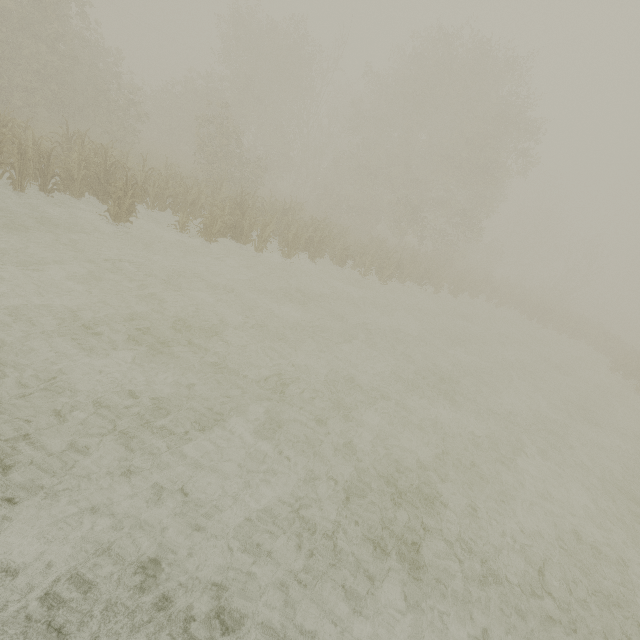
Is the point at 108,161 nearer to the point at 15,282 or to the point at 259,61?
the point at 15,282
